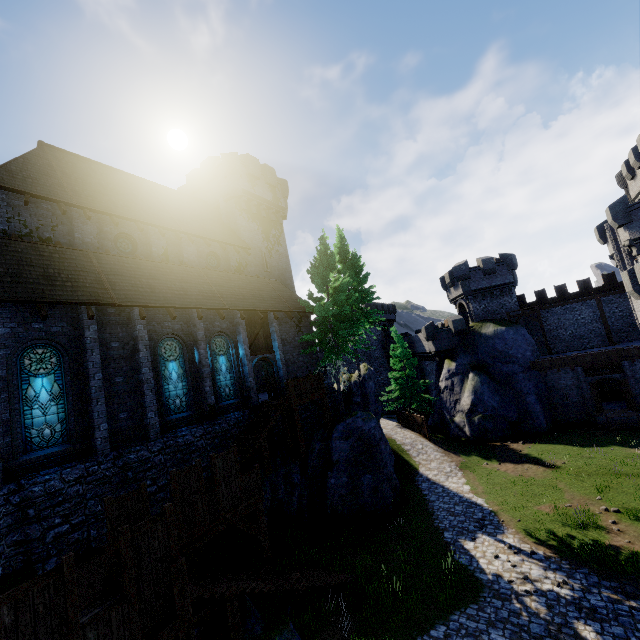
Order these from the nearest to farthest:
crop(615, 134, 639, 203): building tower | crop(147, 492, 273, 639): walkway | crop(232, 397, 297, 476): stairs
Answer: crop(147, 492, 273, 639): walkway
crop(232, 397, 297, 476): stairs
crop(615, 134, 639, 203): building tower

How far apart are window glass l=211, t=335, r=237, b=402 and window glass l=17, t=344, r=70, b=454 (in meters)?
6.50

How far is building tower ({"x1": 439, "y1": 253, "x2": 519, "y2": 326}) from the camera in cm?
3544

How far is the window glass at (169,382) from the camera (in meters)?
15.17

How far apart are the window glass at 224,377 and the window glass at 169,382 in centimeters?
153cm

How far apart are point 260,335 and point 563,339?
32.9m

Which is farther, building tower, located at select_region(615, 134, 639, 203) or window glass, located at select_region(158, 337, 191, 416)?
building tower, located at select_region(615, 134, 639, 203)

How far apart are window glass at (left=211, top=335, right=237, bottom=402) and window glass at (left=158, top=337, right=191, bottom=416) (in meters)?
A: 1.53
